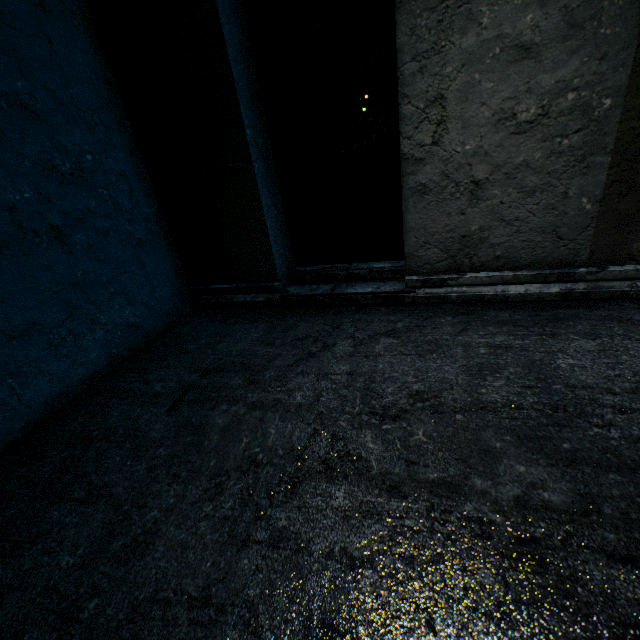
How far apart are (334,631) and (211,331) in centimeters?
221cm
